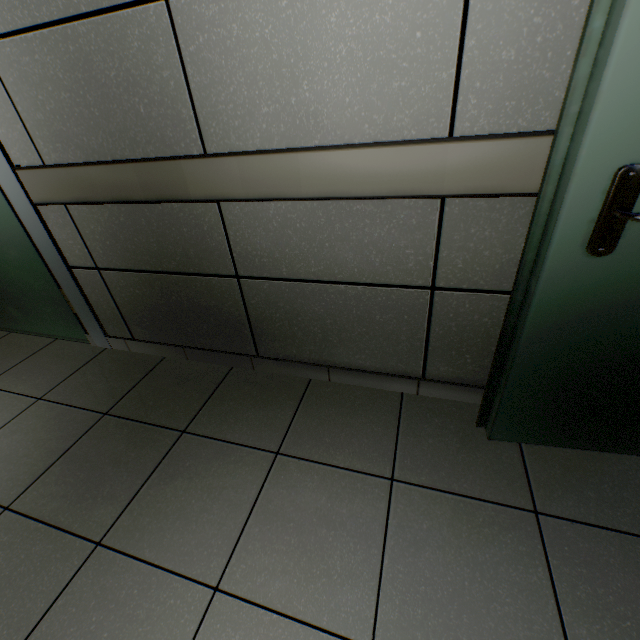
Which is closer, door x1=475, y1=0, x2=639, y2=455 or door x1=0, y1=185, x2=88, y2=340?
door x1=475, y1=0, x2=639, y2=455

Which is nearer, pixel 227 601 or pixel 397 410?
pixel 227 601

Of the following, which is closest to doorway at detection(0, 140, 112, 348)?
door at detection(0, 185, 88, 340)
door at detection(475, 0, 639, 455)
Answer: door at detection(0, 185, 88, 340)

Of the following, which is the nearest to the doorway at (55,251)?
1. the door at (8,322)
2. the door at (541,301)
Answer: the door at (8,322)

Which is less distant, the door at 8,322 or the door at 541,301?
the door at 541,301

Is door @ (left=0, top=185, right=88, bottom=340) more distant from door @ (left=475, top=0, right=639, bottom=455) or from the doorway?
door @ (left=475, top=0, right=639, bottom=455)
